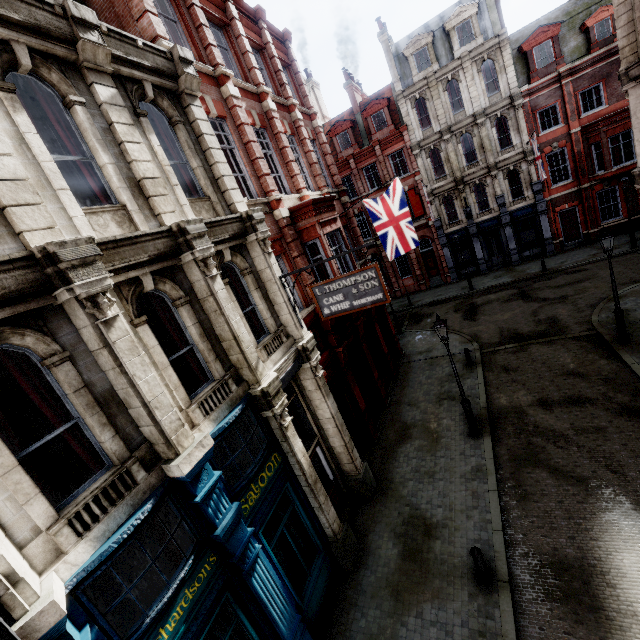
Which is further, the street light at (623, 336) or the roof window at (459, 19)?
the roof window at (459, 19)

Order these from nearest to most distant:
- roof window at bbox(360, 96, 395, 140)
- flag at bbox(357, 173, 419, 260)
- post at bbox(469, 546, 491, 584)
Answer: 1. post at bbox(469, 546, 491, 584)
2. flag at bbox(357, 173, 419, 260)
3. roof window at bbox(360, 96, 395, 140)

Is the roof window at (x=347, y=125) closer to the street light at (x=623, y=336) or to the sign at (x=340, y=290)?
the street light at (x=623, y=336)

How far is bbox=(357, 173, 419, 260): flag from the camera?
14.2 meters

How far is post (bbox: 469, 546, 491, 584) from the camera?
7.3 meters

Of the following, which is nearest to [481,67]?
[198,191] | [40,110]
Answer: [198,191]

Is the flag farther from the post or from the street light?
the post

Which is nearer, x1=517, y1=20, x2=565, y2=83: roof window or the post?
the post
